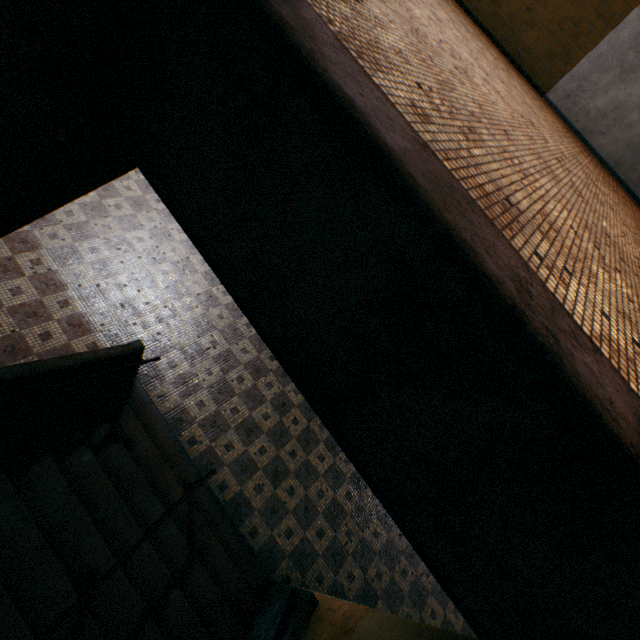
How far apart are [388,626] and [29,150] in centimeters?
416cm

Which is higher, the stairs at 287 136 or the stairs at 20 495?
the stairs at 287 136

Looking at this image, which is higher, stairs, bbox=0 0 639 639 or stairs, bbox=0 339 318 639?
stairs, bbox=0 0 639 639

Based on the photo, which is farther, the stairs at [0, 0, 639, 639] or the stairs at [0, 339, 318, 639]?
the stairs at [0, 339, 318, 639]

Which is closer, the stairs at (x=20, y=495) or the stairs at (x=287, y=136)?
the stairs at (x=287, y=136)
